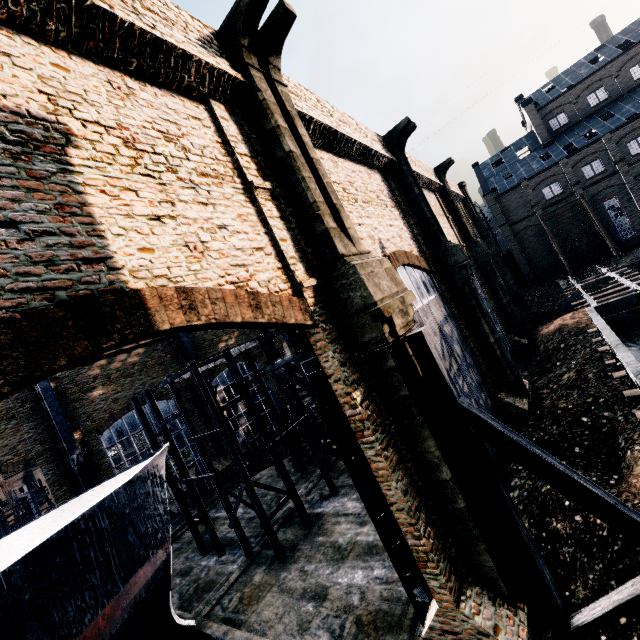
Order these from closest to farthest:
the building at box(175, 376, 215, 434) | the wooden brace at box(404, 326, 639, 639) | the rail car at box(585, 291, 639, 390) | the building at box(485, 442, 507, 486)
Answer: the wooden brace at box(404, 326, 639, 639)
the rail car at box(585, 291, 639, 390)
the building at box(485, 442, 507, 486)
the building at box(175, 376, 215, 434)

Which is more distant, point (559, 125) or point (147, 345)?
point (559, 125)

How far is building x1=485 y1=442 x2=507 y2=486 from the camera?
13.9 meters

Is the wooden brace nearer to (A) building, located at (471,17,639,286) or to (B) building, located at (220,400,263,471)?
(B) building, located at (220,400,263,471)

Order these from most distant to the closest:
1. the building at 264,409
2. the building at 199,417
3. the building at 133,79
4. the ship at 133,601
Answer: the building at 264,409
the building at 199,417
the ship at 133,601
the building at 133,79

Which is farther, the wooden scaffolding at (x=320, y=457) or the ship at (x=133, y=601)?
the wooden scaffolding at (x=320, y=457)
